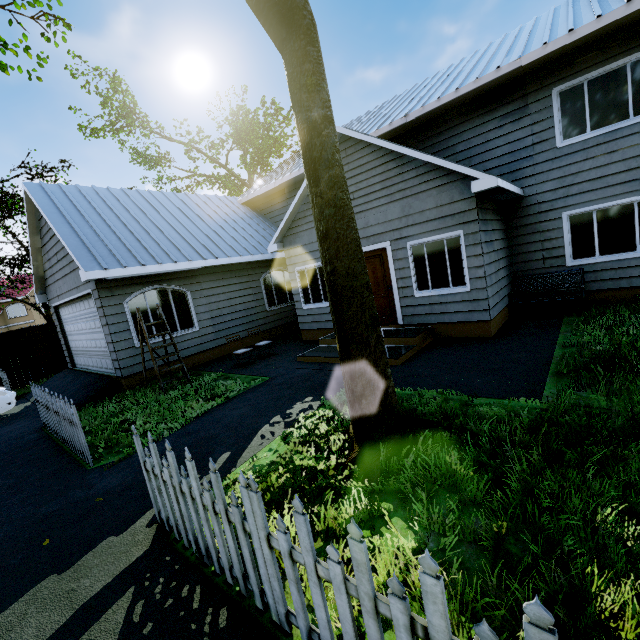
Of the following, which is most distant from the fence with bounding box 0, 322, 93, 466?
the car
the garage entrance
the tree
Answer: the car

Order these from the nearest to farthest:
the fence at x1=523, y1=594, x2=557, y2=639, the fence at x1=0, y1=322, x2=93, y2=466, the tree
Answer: the fence at x1=523, y1=594, x2=557, y2=639 → the tree → the fence at x1=0, y1=322, x2=93, y2=466

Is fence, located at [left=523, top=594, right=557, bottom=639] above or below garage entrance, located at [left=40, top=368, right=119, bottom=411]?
above

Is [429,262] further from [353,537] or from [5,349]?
[5,349]

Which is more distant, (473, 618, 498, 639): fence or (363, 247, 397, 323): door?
(363, 247, 397, 323): door

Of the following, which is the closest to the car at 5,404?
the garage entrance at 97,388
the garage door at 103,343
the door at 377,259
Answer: the garage entrance at 97,388

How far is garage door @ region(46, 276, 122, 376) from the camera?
8.9m

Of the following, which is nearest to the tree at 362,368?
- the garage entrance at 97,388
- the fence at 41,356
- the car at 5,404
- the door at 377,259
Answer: the fence at 41,356
